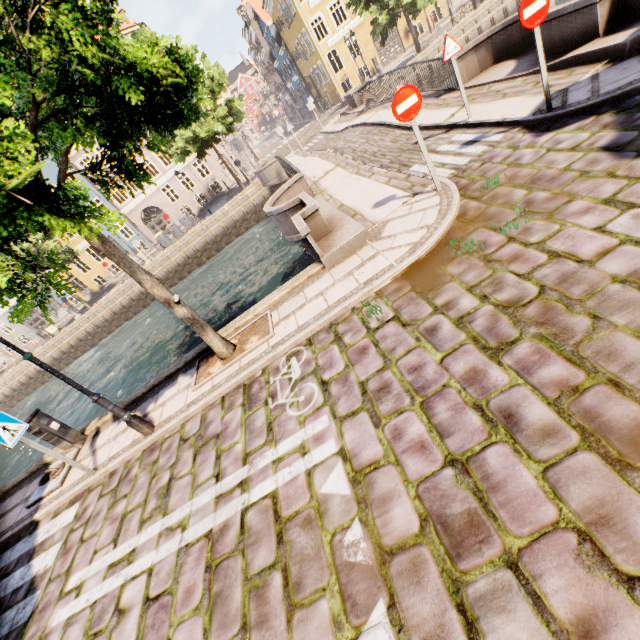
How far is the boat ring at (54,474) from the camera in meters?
6.7 m

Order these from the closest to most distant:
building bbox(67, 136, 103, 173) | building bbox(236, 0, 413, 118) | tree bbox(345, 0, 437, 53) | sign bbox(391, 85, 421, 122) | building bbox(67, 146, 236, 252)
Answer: sign bbox(391, 85, 421, 122) < tree bbox(345, 0, 437, 53) < building bbox(236, 0, 413, 118) < building bbox(67, 136, 103, 173) < building bbox(67, 146, 236, 252)

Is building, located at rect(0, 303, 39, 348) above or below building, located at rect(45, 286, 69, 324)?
above

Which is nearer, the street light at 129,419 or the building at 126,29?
the street light at 129,419

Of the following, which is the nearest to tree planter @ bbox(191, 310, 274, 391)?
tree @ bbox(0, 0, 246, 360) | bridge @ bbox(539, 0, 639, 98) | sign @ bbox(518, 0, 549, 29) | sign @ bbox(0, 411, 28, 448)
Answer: tree @ bbox(0, 0, 246, 360)

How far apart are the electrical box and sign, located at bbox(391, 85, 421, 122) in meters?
9.4

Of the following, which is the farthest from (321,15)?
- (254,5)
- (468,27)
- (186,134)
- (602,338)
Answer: (602,338)

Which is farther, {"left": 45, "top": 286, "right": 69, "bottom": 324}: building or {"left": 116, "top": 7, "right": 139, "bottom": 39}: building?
{"left": 45, "top": 286, "right": 69, "bottom": 324}: building
